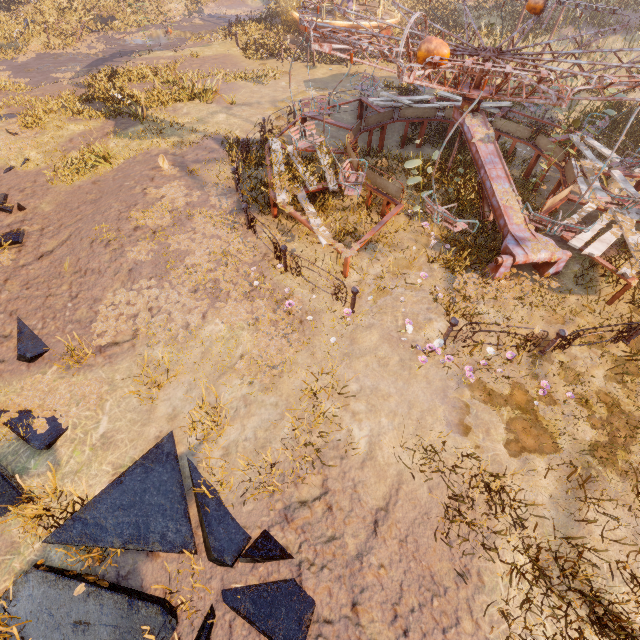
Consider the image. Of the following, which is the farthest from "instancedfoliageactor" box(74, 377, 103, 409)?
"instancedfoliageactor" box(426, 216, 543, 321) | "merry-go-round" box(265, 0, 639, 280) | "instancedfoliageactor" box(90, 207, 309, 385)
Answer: "instancedfoliageactor" box(426, 216, 543, 321)

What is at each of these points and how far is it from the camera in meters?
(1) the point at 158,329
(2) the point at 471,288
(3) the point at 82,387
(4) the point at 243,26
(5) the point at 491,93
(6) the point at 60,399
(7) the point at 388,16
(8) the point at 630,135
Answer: (1) instancedfoliageactor, 6.8 m
(2) instancedfoliageactor, 7.6 m
(3) instancedfoliageactor, 6.0 m
(4) instancedfoliageactor, 22.5 m
(5) merry-go-round, 8.6 m
(6) instancedfoliageactor, 5.9 m
(7) carousel, 23.5 m
(8) instancedfoliageactor, 13.3 m

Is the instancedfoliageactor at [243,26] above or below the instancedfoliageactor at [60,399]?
above

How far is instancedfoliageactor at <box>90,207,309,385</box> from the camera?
6.4m

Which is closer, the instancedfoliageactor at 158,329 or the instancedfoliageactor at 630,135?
the instancedfoliageactor at 158,329

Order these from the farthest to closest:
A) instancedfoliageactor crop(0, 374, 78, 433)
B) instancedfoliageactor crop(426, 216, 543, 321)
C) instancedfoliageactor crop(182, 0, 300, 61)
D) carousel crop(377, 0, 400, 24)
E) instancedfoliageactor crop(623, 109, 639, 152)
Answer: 1. carousel crop(377, 0, 400, 24)
2. instancedfoliageactor crop(182, 0, 300, 61)
3. instancedfoliageactor crop(623, 109, 639, 152)
4. instancedfoliageactor crop(426, 216, 543, 321)
5. instancedfoliageactor crop(0, 374, 78, 433)

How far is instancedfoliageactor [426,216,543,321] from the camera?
7.21m

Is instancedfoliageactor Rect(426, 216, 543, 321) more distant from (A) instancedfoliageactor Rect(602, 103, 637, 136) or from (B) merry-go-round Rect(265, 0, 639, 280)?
(A) instancedfoliageactor Rect(602, 103, 637, 136)
